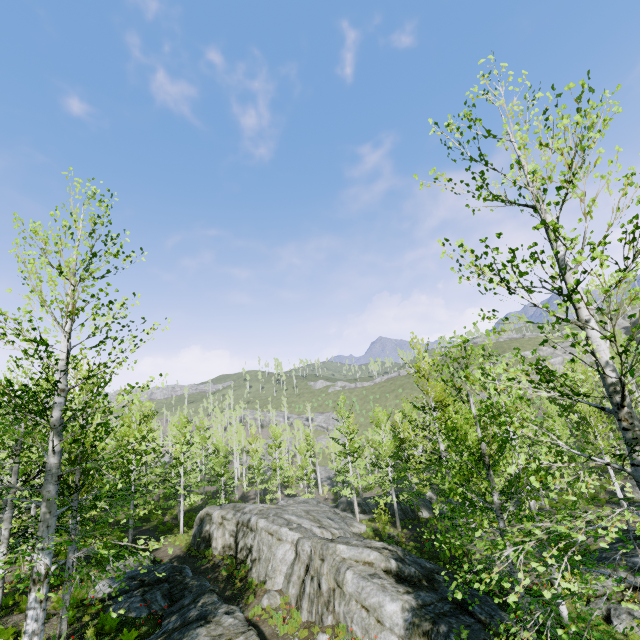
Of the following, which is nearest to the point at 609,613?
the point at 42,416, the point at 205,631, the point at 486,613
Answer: the point at 486,613

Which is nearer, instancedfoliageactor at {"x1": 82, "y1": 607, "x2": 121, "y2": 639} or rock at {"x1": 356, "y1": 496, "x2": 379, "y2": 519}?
instancedfoliageactor at {"x1": 82, "y1": 607, "x2": 121, "y2": 639}

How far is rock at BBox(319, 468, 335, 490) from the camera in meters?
50.3

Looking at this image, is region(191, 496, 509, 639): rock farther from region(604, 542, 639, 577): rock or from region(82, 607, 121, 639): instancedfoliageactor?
region(604, 542, 639, 577): rock

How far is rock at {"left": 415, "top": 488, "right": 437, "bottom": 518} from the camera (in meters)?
26.99

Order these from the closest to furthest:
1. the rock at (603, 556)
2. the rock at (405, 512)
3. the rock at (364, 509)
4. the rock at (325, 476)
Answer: the rock at (603, 556)
the rock at (405, 512)
the rock at (364, 509)
the rock at (325, 476)

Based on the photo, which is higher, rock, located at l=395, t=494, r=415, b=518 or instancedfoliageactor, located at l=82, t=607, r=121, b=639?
instancedfoliageactor, located at l=82, t=607, r=121, b=639

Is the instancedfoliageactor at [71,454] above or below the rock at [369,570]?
above
